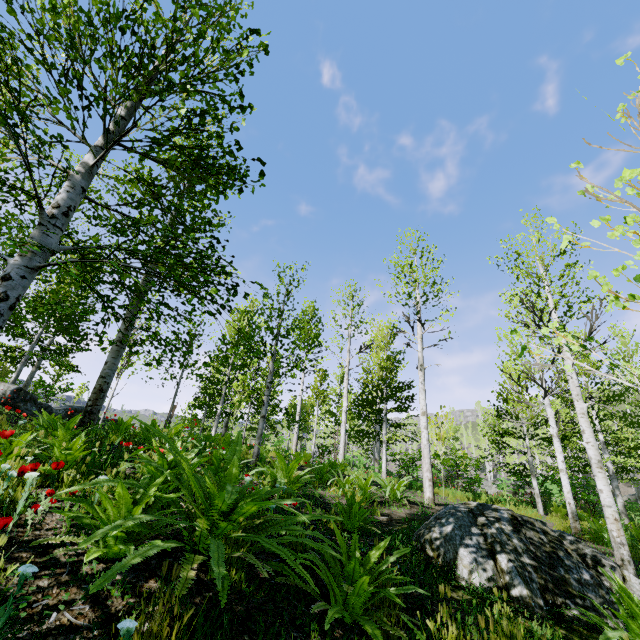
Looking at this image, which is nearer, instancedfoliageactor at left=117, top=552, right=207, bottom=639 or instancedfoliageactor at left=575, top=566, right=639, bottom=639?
instancedfoliageactor at left=117, top=552, right=207, bottom=639

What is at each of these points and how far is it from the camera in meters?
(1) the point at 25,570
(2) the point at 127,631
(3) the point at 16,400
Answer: (1) instancedfoliageactor, 1.4
(2) instancedfoliageactor, 1.3
(3) rock, 11.0

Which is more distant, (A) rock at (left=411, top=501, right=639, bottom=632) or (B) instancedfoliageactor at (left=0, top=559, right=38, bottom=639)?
(A) rock at (left=411, top=501, right=639, bottom=632)

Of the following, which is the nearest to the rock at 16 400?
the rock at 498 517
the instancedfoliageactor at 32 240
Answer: the instancedfoliageactor at 32 240

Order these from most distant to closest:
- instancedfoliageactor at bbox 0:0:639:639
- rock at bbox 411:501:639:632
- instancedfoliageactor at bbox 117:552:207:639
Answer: rock at bbox 411:501:639:632, instancedfoliageactor at bbox 0:0:639:639, instancedfoliageactor at bbox 117:552:207:639

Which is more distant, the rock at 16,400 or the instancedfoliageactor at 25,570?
the rock at 16,400

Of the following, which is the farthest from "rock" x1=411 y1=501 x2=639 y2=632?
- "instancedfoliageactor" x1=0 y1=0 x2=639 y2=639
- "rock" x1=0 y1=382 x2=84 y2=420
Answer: "rock" x1=0 y1=382 x2=84 y2=420
